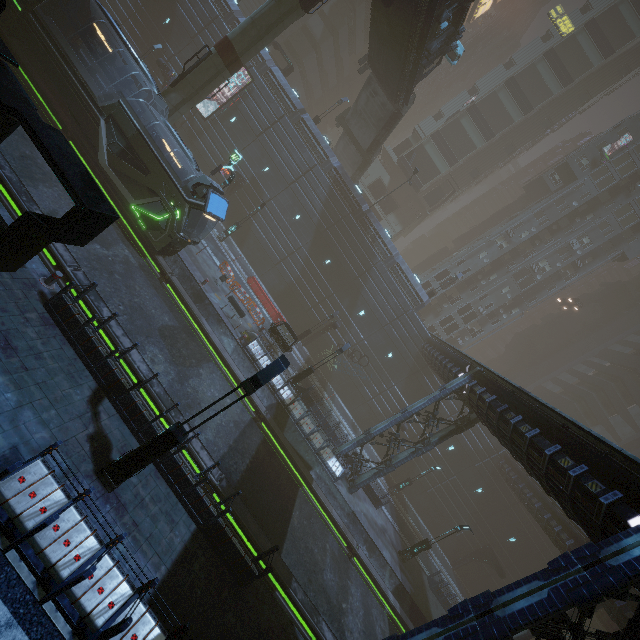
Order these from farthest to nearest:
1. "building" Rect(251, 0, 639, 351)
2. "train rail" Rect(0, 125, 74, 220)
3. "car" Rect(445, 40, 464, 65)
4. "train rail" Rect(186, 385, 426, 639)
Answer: "building" Rect(251, 0, 639, 351) → "car" Rect(445, 40, 464, 65) → "train rail" Rect(186, 385, 426, 639) → "train rail" Rect(0, 125, 74, 220)

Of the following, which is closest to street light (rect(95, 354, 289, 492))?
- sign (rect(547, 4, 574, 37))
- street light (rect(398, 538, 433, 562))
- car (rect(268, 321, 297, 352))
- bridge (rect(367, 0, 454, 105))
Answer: car (rect(268, 321, 297, 352))

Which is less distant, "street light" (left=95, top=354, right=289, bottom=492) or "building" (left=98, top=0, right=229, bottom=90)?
"street light" (left=95, top=354, right=289, bottom=492)

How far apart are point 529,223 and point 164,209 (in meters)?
46.84

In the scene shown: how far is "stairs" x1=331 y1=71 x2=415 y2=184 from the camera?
30.6m

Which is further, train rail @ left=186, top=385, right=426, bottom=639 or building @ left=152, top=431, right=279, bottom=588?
train rail @ left=186, top=385, right=426, bottom=639

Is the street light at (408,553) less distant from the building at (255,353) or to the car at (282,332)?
the building at (255,353)

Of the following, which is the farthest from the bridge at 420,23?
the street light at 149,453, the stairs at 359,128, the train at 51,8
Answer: the street light at 149,453
